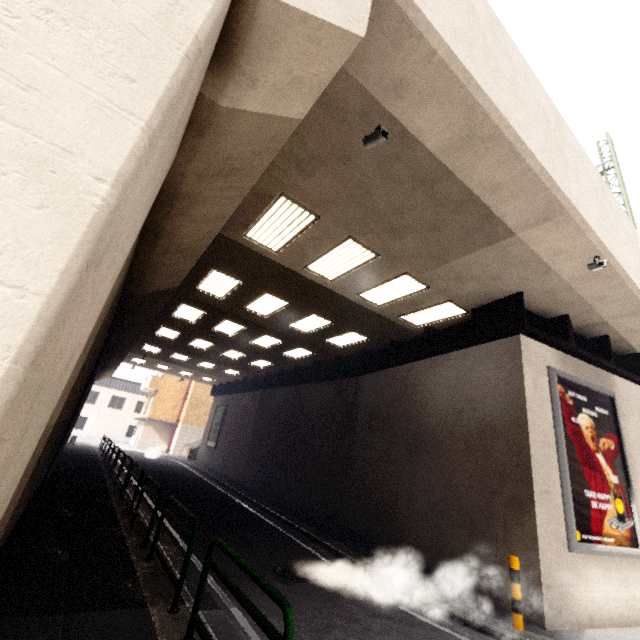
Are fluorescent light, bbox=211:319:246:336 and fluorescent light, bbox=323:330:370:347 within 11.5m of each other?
yes

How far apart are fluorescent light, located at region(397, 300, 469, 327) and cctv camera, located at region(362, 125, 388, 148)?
5.5 meters

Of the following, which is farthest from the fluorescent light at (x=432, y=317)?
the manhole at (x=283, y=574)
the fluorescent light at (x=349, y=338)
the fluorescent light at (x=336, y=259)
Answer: the manhole at (x=283, y=574)

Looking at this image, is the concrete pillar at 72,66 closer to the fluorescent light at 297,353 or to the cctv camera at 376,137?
the cctv camera at 376,137

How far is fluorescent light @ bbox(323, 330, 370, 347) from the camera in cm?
1298

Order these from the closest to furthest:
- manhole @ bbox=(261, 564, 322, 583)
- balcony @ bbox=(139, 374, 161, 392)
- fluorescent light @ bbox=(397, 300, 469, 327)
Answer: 1. manhole @ bbox=(261, 564, 322, 583)
2. fluorescent light @ bbox=(397, 300, 469, 327)
3. balcony @ bbox=(139, 374, 161, 392)

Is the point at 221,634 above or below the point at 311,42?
below

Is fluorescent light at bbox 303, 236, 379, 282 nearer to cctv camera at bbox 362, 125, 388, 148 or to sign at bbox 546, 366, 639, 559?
cctv camera at bbox 362, 125, 388, 148
